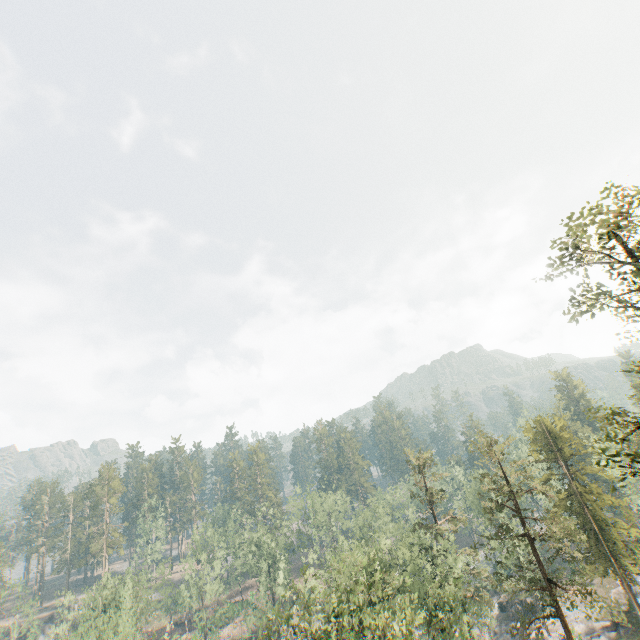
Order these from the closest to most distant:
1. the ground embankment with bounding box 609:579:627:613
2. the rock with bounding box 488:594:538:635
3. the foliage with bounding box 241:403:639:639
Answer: the foliage with bounding box 241:403:639:639 < the ground embankment with bounding box 609:579:627:613 < the rock with bounding box 488:594:538:635

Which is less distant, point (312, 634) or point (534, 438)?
point (312, 634)

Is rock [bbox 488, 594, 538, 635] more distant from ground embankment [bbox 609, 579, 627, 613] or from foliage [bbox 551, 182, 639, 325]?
ground embankment [bbox 609, 579, 627, 613]

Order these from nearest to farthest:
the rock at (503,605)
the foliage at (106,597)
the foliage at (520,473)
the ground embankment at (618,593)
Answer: the foliage at (520,473), the ground embankment at (618,593), the foliage at (106,597), the rock at (503,605)

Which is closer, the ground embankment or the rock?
the ground embankment

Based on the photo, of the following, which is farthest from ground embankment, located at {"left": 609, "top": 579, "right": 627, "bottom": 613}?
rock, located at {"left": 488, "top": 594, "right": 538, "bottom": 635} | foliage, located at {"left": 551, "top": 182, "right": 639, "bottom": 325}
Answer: rock, located at {"left": 488, "top": 594, "right": 538, "bottom": 635}

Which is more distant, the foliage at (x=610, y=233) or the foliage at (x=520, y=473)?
the foliage at (x=520, y=473)

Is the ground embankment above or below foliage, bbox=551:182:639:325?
below
